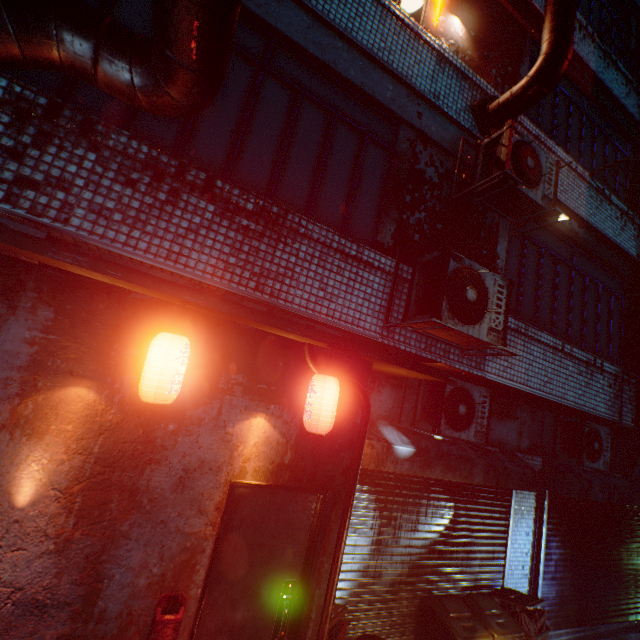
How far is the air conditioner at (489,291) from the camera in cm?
280

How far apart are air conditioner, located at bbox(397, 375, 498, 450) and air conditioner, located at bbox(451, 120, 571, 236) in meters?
2.0

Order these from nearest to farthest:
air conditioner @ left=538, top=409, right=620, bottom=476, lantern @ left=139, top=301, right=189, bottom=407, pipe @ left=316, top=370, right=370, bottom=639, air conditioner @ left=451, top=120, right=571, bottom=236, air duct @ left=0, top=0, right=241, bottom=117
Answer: air duct @ left=0, top=0, right=241, bottom=117 < lantern @ left=139, top=301, right=189, bottom=407 < pipe @ left=316, top=370, right=370, bottom=639 < air conditioner @ left=451, top=120, right=571, bottom=236 < air conditioner @ left=538, top=409, right=620, bottom=476

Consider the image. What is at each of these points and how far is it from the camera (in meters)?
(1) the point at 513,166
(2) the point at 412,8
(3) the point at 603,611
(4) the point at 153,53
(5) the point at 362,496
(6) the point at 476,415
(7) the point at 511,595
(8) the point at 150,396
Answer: (1) air conditioner, 3.40
(2) window, 4.01
(3) rolling door, 5.86
(4) air duct, 1.49
(5) rolling door, 3.93
(6) air conditioner, 4.10
(7) trash bin, 4.40
(8) lantern, 2.10

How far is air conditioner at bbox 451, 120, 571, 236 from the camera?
3.41m

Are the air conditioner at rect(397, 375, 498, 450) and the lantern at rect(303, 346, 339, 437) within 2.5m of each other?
yes

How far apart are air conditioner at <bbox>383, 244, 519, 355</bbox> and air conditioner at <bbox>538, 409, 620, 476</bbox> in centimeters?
312cm

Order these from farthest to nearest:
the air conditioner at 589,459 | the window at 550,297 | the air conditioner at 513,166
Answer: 1. the air conditioner at 589,459
2. the window at 550,297
3. the air conditioner at 513,166
